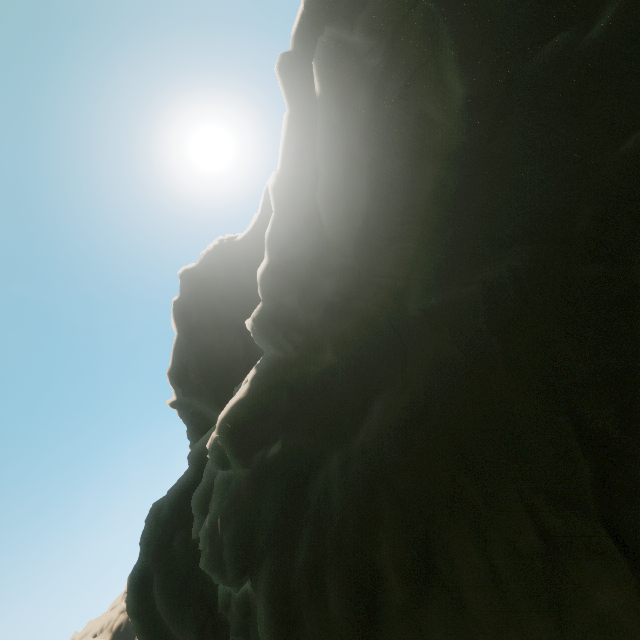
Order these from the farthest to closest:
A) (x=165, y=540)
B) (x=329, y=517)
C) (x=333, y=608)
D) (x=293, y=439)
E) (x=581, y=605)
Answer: (x=165, y=540) < (x=293, y=439) < (x=329, y=517) < (x=333, y=608) < (x=581, y=605)
